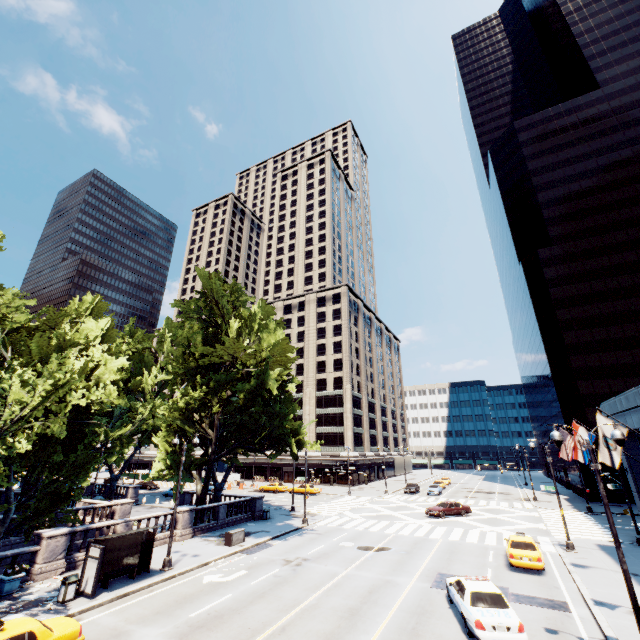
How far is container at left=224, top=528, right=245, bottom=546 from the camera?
23.5 meters

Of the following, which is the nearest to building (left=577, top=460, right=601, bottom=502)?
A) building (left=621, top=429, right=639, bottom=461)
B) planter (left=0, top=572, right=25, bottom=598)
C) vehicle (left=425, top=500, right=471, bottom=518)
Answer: vehicle (left=425, top=500, right=471, bottom=518)

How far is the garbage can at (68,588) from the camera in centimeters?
1471cm

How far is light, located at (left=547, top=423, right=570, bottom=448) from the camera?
12.4m

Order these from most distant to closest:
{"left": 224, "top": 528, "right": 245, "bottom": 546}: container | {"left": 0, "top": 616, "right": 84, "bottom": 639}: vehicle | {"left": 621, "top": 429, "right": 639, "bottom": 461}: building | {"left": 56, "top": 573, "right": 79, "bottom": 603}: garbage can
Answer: {"left": 224, "top": 528, "right": 245, "bottom": 546}: container
{"left": 621, "top": 429, "right": 639, "bottom": 461}: building
{"left": 56, "top": 573, "right": 79, "bottom": 603}: garbage can
{"left": 0, "top": 616, "right": 84, "bottom": 639}: vehicle

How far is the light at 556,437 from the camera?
12.40m

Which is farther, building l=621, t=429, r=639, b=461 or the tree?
building l=621, t=429, r=639, b=461

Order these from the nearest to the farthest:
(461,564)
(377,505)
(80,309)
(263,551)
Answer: (461,564) < (263,551) < (80,309) < (377,505)
